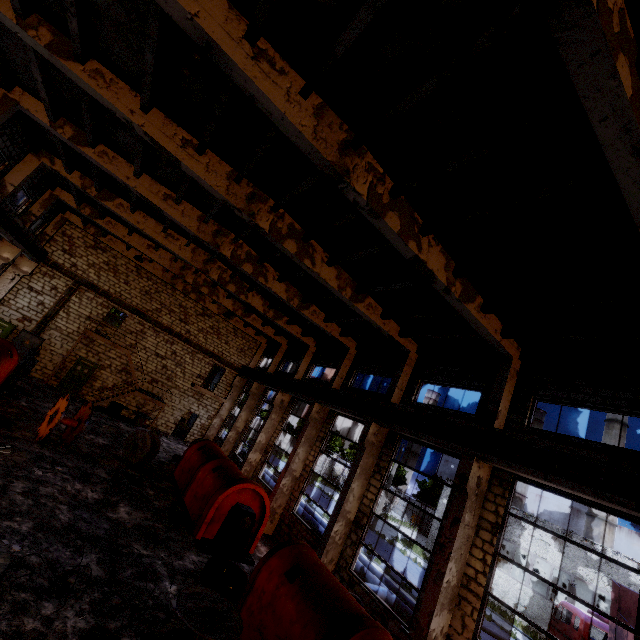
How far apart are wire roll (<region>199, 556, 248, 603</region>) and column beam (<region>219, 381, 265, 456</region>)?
13.7m

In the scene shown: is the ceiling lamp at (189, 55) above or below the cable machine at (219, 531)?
above

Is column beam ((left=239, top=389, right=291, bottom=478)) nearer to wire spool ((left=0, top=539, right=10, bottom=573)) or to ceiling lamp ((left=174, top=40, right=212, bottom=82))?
wire spool ((left=0, top=539, right=10, bottom=573))

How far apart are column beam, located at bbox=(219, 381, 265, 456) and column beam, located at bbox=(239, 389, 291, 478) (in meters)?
4.03

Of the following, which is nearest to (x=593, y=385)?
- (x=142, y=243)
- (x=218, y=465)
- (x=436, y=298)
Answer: (x=436, y=298)

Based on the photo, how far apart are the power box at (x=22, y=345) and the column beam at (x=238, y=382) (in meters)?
12.89

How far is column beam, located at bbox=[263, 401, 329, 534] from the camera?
15.6 meters

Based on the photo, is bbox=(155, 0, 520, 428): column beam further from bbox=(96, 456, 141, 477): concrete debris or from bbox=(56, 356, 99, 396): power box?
bbox=(56, 356, 99, 396): power box
